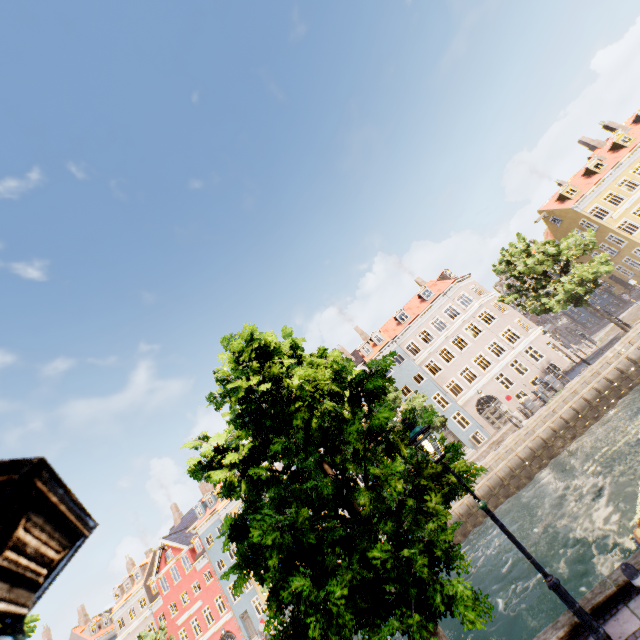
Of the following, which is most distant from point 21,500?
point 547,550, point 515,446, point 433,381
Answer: point 433,381

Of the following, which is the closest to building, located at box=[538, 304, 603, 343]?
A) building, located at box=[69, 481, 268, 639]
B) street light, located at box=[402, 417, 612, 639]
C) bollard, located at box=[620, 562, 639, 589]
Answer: street light, located at box=[402, 417, 612, 639]

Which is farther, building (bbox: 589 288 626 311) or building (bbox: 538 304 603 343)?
building (bbox: 538 304 603 343)

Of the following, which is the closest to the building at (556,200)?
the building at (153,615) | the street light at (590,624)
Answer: the street light at (590,624)

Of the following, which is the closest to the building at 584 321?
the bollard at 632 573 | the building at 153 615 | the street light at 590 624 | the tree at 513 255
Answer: the tree at 513 255

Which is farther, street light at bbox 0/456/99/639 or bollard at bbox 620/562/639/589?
Result: bollard at bbox 620/562/639/589

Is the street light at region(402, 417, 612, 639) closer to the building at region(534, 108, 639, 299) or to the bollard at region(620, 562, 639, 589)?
the bollard at region(620, 562, 639, 589)

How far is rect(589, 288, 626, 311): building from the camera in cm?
4017
